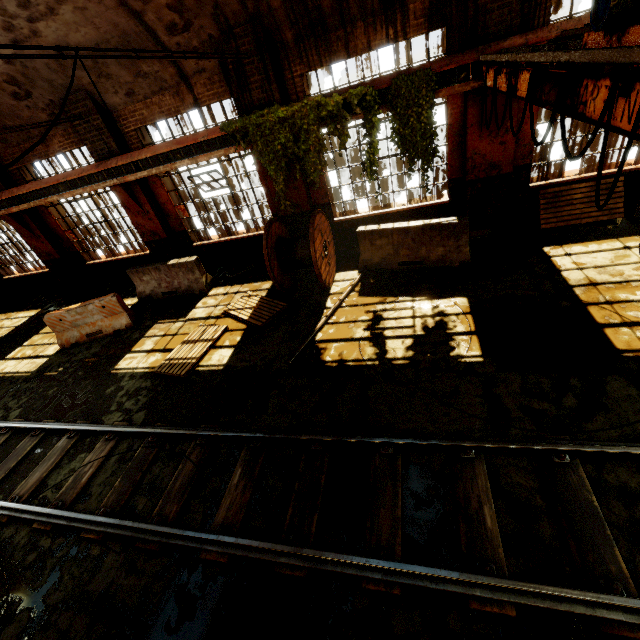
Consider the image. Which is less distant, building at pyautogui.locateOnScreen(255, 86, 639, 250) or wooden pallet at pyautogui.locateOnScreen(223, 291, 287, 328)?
building at pyautogui.locateOnScreen(255, 86, 639, 250)

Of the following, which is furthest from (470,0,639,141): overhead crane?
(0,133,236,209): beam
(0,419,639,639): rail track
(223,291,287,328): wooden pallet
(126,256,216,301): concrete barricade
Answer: (126,256,216,301): concrete barricade

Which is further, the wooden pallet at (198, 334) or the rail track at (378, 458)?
the wooden pallet at (198, 334)

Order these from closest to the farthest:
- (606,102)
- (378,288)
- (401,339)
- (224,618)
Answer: (606,102)
(224,618)
(401,339)
(378,288)

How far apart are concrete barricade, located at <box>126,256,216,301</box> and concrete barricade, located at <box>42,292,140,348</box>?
0.8m

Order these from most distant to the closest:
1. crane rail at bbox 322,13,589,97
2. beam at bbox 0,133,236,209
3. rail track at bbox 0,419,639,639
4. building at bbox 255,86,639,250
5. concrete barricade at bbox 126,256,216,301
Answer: concrete barricade at bbox 126,256,216,301, beam at bbox 0,133,236,209, building at bbox 255,86,639,250, crane rail at bbox 322,13,589,97, rail track at bbox 0,419,639,639

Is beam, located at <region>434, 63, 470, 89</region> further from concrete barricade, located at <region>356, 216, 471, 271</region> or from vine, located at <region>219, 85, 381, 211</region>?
concrete barricade, located at <region>356, 216, 471, 271</region>

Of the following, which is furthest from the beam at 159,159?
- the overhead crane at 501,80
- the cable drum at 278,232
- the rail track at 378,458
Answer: the rail track at 378,458
